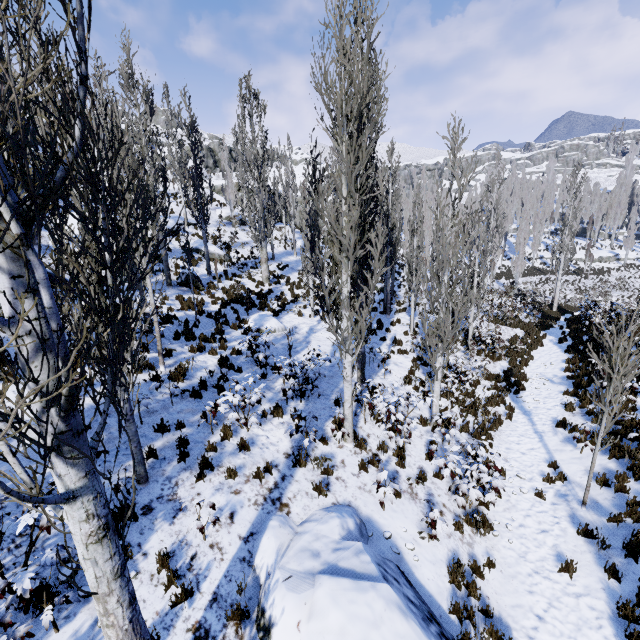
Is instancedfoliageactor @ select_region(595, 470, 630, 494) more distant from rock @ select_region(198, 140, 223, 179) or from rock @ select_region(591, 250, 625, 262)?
rock @ select_region(198, 140, 223, 179)

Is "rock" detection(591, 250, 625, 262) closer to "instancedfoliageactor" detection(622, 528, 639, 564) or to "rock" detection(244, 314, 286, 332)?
"instancedfoliageactor" detection(622, 528, 639, 564)

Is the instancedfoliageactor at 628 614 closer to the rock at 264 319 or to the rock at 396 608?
the rock at 396 608

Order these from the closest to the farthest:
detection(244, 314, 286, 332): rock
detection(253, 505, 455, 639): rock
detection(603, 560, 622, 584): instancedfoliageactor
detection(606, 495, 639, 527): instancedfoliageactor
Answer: detection(253, 505, 455, 639): rock, detection(603, 560, 622, 584): instancedfoliageactor, detection(606, 495, 639, 527): instancedfoliageactor, detection(244, 314, 286, 332): rock

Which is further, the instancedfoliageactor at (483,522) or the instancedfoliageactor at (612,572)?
the instancedfoliageactor at (483,522)

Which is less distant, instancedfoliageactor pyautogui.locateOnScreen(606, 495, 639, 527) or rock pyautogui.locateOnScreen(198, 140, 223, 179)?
instancedfoliageactor pyautogui.locateOnScreen(606, 495, 639, 527)

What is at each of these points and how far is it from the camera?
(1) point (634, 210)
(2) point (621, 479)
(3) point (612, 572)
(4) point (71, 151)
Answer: (1) instancedfoliageactor, 54.9 meters
(2) instancedfoliageactor, 7.6 meters
(3) instancedfoliageactor, 6.2 meters
(4) instancedfoliageactor, 1.9 meters

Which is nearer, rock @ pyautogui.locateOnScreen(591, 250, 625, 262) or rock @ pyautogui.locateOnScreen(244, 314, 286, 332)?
rock @ pyautogui.locateOnScreen(244, 314, 286, 332)
